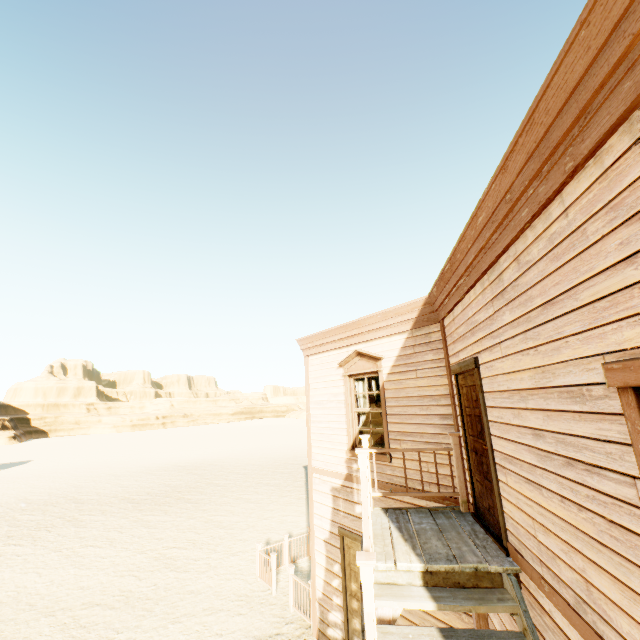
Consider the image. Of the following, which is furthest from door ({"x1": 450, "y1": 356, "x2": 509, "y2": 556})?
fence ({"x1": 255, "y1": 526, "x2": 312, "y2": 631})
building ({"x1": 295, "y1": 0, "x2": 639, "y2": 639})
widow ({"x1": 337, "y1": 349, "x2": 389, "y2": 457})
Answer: fence ({"x1": 255, "y1": 526, "x2": 312, "y2": 631})

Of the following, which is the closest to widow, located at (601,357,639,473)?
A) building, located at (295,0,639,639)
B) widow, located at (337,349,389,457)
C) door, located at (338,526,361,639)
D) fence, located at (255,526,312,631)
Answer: building, located at (295,0,639,639)

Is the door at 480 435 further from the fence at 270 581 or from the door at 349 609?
the fence at 270 581

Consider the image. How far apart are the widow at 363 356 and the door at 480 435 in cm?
177

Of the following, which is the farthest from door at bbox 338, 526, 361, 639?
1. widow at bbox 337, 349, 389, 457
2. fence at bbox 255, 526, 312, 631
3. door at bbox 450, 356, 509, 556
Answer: fence at bbox 255, 526, 312, 631

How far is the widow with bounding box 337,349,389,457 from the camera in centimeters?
664cm

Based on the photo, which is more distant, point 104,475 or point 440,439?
point 104,475

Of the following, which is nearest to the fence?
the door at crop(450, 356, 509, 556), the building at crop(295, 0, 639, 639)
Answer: the building at crop(295, 0, 639, 639)
